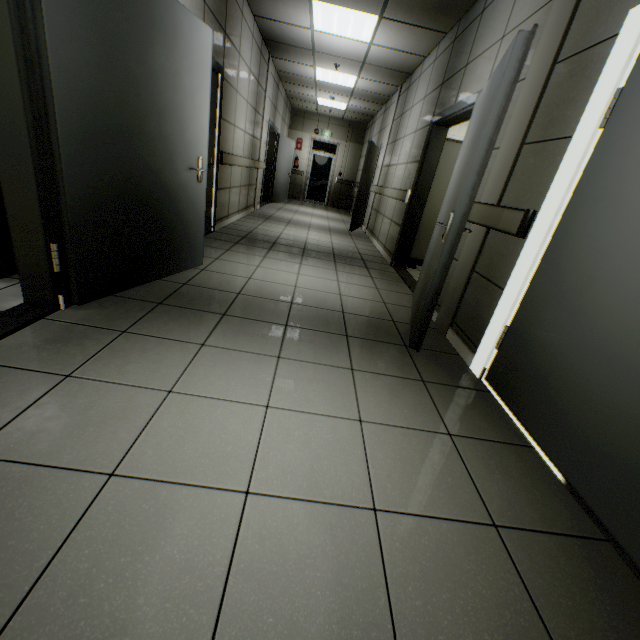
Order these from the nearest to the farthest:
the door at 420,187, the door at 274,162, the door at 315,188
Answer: the door at 420,187 → the door at 274,162 → the door at 315,188

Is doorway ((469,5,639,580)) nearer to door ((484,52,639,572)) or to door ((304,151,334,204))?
door ((484,52,639,572))

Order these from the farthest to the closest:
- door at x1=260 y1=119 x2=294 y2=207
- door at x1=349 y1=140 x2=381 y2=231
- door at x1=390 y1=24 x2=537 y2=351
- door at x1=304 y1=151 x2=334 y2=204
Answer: door at x1=304 y1=151 x2=334 y2=204 → door at x1=260 y1=119 x2=294 y2=207 → door at x1=349 y1=140 x2=381 y2=231 → door at x1=390 y1=24 x2=537 y2=351

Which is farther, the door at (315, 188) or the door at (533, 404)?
the door at (315, 188)

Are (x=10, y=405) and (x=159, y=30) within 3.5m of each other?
yes

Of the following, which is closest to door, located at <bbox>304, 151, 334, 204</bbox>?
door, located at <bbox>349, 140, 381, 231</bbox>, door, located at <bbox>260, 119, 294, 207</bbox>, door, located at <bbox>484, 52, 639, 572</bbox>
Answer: door, located at <bbox>260, 119, 294, 207</bbox>

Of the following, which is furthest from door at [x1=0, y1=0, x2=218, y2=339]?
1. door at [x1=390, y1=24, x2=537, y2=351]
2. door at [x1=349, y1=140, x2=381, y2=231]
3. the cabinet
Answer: door at [x1=349, y1=140, x2=381, y2=231]

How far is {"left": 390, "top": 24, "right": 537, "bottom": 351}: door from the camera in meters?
1.9 m
